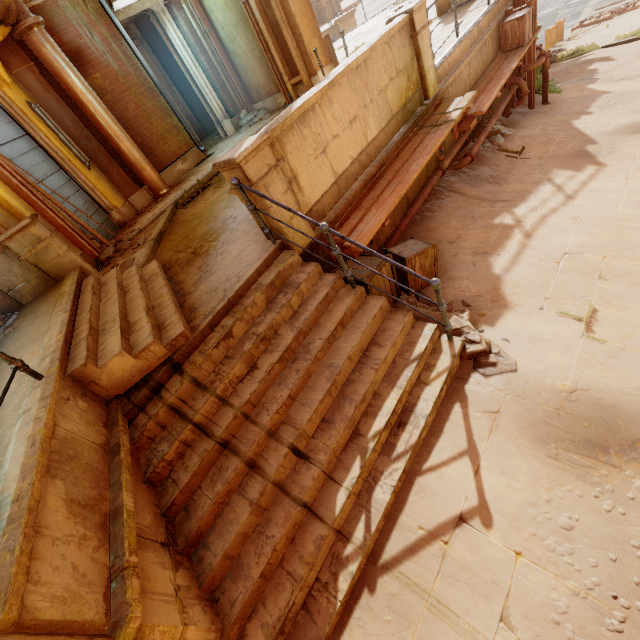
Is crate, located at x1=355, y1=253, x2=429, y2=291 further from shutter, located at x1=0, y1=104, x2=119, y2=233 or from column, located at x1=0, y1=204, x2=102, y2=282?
shutter, located at x1=0, y1=104, x2=119, y2=233

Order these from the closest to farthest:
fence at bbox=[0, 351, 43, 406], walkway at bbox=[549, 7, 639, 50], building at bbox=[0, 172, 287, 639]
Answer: building at bbox=[0, 172, 287, 639] → fence at bbox=[0, 351, 43, 406] → walkway at bbox=[549, 7, 639, 50]

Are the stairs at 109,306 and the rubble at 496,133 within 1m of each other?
no

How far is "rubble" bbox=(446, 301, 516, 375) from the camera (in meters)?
3.66

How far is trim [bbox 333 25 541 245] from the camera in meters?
4.9 m

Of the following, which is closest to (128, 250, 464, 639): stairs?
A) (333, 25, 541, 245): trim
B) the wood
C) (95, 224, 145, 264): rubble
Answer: (333, 25, 541, 245): trim

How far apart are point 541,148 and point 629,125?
1.92m

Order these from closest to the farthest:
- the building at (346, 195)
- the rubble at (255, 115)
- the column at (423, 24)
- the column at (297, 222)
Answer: the column at (297, 222) → the building at (346, 195) → the column at (423, 24) → the rubble at (255, 115)
